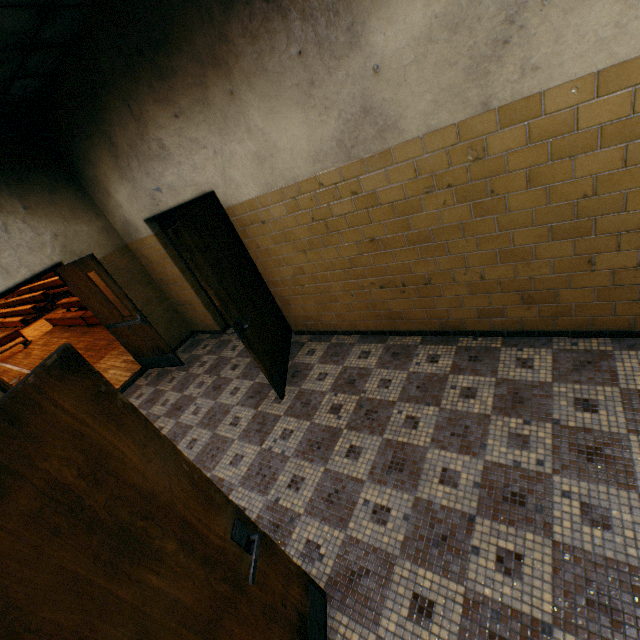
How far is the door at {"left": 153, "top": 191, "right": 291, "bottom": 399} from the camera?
2.9 meters

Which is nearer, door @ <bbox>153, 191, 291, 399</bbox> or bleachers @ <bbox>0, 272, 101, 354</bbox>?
door @ <bbox>153, 191, 291, 399</bbox>

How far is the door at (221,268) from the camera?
2.9m

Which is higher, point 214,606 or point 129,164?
point 129,164

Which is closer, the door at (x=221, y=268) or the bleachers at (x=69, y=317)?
the door at (x=221, y=268)
